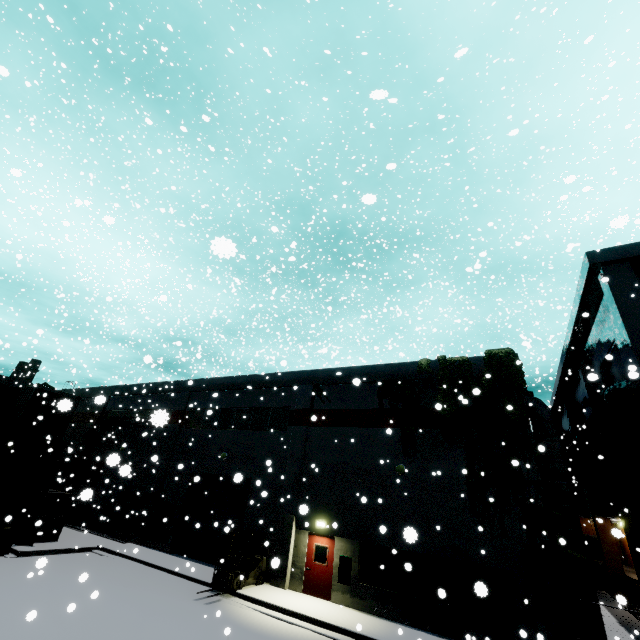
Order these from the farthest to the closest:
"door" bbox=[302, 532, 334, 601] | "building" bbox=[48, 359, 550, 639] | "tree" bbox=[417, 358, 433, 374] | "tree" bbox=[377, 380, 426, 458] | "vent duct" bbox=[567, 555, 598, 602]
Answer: "tree" bbox=[417, 358, 433, 374]
"tree" bbox=[377, 380, 426, 458]
"door" bbox=[302, 532, 334, 601]
"building" bbox=[48, 359, 550, 639]
"vent duct" bbox=[567, 555, 598, 602]

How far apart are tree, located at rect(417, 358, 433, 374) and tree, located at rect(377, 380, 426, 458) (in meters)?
0.28

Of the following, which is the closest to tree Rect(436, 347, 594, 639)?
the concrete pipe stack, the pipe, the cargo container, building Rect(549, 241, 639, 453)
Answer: building Rect(549, 241, 639, 453)

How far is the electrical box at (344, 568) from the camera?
14.0 meters

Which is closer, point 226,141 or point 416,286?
point 416,286

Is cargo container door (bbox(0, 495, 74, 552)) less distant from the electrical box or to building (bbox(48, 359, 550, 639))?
building (bbox(48, 359, 550, 639))

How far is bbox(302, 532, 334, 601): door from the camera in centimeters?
1451cm

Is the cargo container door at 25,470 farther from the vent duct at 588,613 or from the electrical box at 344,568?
Answer: the vent duct at 588,613
